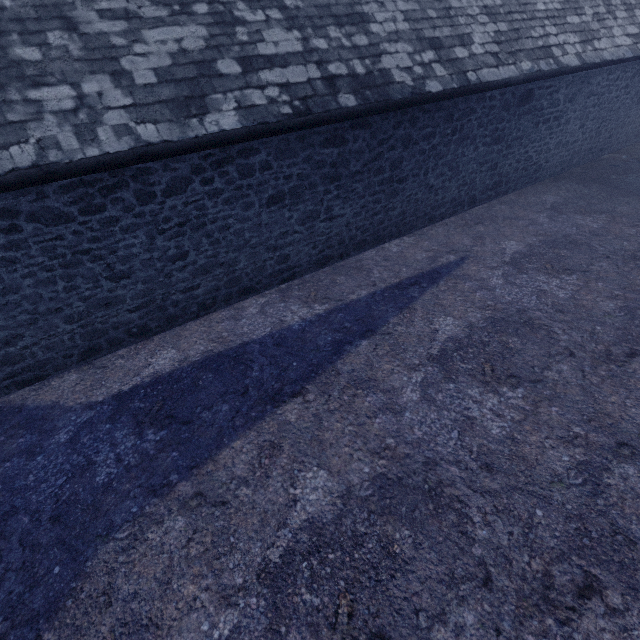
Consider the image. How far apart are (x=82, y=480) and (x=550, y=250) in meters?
8.9
